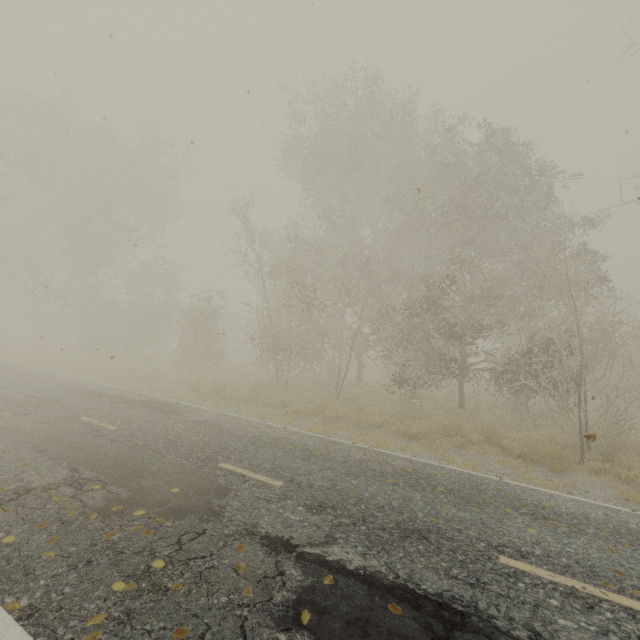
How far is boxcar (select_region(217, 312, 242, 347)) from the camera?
41.75m

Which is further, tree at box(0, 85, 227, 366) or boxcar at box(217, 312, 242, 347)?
boxcar at box(217, 312, 242, 347)

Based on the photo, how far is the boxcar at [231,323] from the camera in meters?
41.8 m

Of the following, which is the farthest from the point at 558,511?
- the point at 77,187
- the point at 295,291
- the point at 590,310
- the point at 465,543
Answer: the point at 590,310

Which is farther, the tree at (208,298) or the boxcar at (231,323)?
the boxcar at (231,323)
